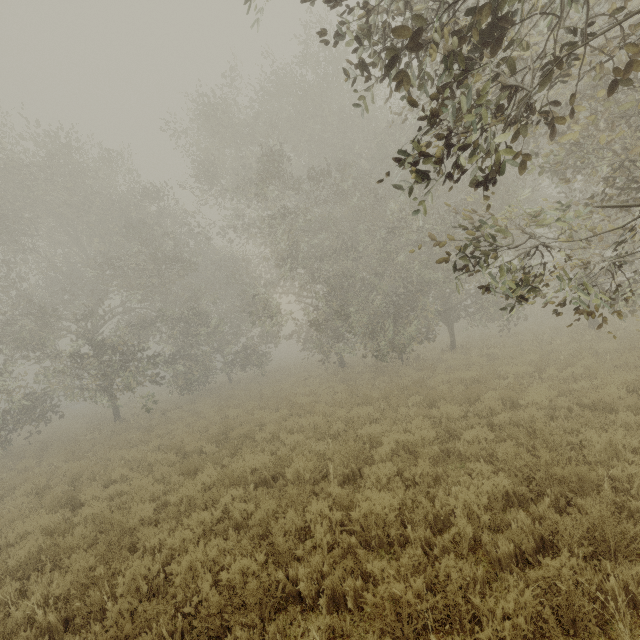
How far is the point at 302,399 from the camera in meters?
13.3 m
